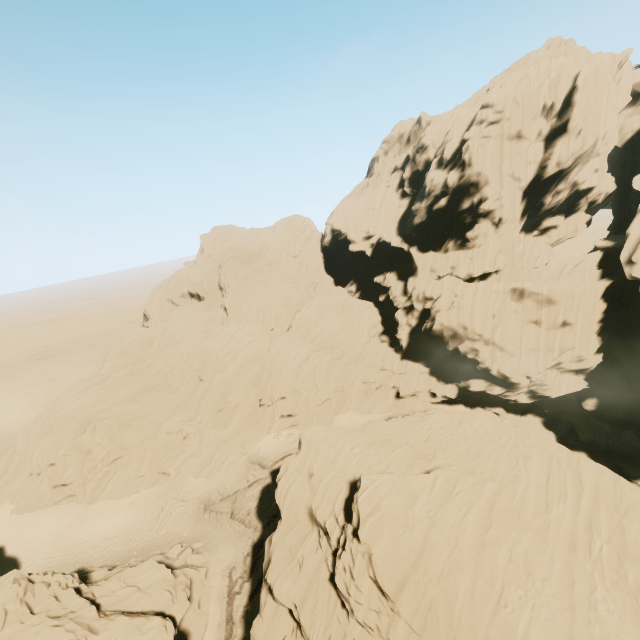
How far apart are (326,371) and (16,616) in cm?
A: 3319

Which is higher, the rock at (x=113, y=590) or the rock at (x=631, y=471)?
the rock at (x=113, y=590)

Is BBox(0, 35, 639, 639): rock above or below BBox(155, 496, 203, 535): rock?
above

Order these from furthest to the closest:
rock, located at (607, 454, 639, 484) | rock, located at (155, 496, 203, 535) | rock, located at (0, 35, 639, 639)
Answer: rock, located at (607, 454, 639, 484), rock, located at (155, 496, 203, 535), rock, located at (0, 35, 639, 639)

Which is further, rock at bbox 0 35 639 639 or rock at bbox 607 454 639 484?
rock at bbox 607 454 639 484
